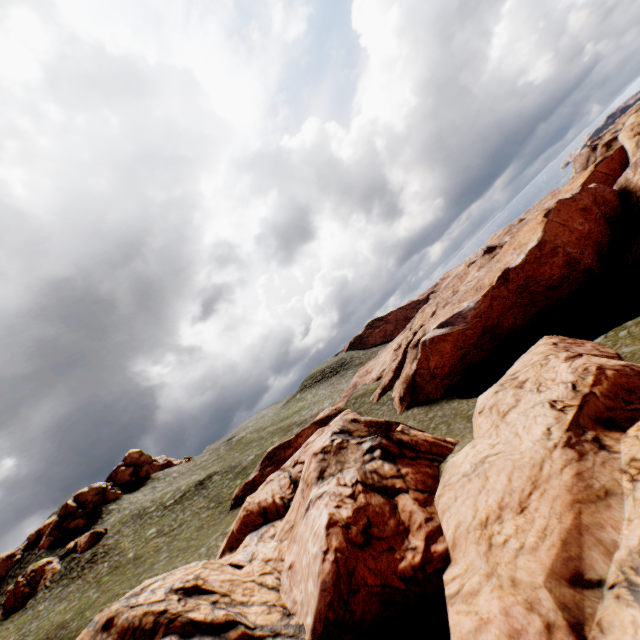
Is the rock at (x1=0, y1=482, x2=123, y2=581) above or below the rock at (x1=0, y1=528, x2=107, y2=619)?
above

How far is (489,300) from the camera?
32.4m

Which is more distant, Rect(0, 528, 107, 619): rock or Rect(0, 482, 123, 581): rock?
Rect(0, 482, 123, 581): rock

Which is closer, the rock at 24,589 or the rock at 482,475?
the rock at 482,475

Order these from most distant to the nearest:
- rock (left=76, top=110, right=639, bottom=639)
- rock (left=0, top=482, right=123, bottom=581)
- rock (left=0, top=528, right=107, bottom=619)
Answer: rock (left=0, top=482, right=123, bottom=581) → rock (left=0, top=528, right=107, bottom=619) → rock (left=76, top=110, right=639, bottom=639)

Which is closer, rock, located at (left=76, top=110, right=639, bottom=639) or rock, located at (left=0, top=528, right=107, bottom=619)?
rock, located at (left=76, top=110, right=639, bottom=639)
